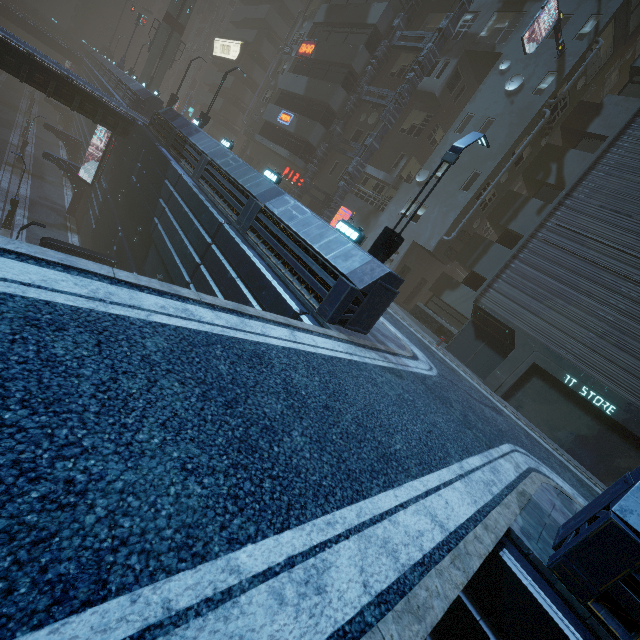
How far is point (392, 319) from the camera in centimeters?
1555cm

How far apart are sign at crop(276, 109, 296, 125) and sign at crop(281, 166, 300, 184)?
3.70m

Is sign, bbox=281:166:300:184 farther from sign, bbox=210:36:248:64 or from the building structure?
sign, bbox=210:36:248:64

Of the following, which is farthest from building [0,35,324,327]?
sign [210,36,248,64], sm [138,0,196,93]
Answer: sm [138,0,196,93]

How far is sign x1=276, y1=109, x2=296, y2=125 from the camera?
27.6 meters

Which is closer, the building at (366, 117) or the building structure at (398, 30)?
the building structure at (398, 30)

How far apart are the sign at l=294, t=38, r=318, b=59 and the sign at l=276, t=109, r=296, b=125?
4.4 meters

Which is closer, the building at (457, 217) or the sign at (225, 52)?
the building at (457, 217)
